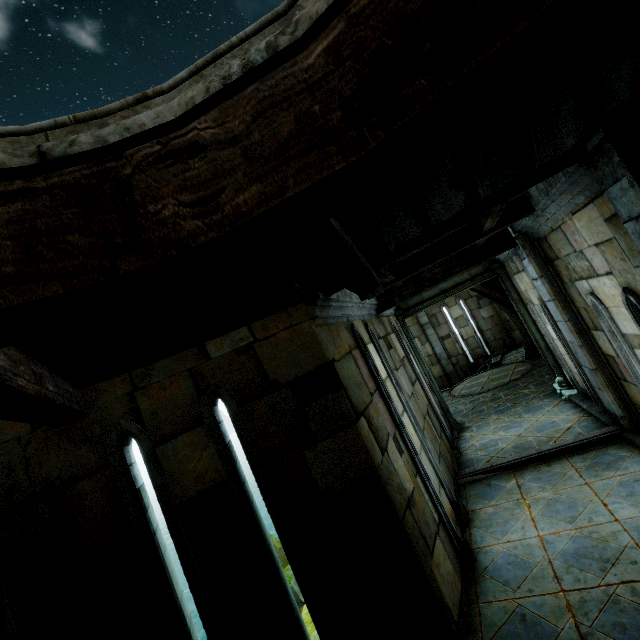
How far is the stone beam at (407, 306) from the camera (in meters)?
9.16

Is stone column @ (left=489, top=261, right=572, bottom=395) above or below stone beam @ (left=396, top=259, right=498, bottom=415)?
below

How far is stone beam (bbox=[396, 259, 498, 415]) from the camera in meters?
9.2 m

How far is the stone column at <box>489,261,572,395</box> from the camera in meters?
8.5 m

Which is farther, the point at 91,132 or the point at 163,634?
the point at 163,634

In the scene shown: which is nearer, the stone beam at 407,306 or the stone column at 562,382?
the stone column at 562,382

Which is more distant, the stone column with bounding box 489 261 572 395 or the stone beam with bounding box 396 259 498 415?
the stone beam with bounding box 396 259 498 415
